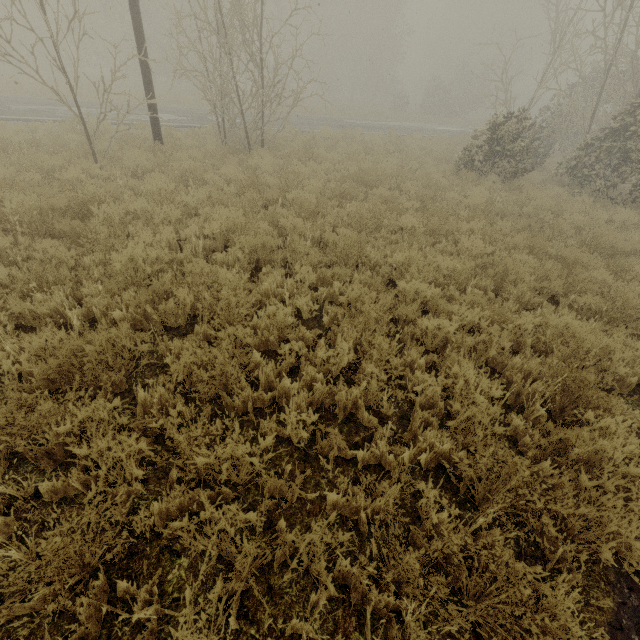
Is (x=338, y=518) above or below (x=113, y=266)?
below

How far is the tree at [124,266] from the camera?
4.5m

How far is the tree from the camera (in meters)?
4.52
